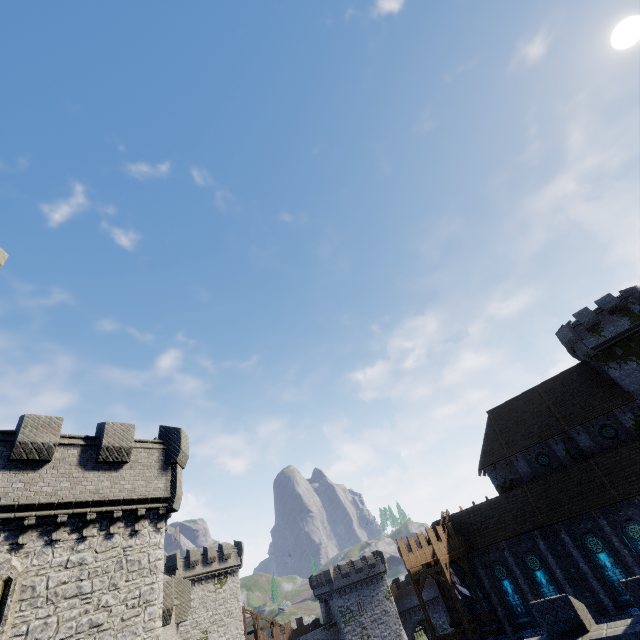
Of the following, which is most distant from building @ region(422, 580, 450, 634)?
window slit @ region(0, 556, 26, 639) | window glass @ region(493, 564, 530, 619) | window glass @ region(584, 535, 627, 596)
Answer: window slit @ region(0, 556, 26, 639)

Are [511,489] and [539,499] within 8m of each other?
yes

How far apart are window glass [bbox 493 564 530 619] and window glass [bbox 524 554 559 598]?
1.50m

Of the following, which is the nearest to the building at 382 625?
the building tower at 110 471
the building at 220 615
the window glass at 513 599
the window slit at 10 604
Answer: the building at 220 615

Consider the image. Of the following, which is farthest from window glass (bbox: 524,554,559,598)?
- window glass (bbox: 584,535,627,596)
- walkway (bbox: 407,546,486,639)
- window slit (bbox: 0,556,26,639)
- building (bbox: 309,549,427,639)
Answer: building (bbox: 309,549,427,639)

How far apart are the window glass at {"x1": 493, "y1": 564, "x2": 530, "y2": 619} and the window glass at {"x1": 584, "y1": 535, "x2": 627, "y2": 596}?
6.5m

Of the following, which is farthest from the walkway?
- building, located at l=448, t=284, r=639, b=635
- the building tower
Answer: the building tower

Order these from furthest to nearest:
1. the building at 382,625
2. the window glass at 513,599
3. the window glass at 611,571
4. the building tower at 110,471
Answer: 1. the building at 382,625
2. the window glass at 513,599
3. the window glass at 611,571
4. the building tower at 110,471
